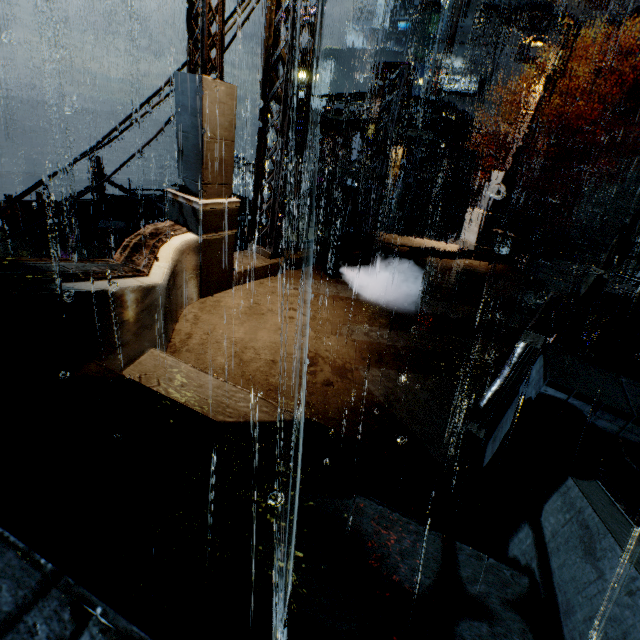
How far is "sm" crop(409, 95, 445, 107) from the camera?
21.5m

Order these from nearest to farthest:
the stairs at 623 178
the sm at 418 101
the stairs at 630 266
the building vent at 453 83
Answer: the sm at 418 101, the stairs at 630 266, the stairs at 623 178, the building vent at 453 83

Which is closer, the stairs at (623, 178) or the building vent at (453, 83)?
the stairs at (623, 178)

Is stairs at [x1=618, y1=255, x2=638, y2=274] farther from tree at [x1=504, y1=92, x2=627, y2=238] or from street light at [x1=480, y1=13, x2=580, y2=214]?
street light at [x1=480, y1=13, x2=580, y2=214]

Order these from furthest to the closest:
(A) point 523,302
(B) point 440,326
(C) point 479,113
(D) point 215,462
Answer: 1. (C) point 479,113
2. (A) point 523,302
3. (B) point 440,326
4. (D) point 215,462

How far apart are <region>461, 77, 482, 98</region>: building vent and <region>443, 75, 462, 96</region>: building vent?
0.2 meters

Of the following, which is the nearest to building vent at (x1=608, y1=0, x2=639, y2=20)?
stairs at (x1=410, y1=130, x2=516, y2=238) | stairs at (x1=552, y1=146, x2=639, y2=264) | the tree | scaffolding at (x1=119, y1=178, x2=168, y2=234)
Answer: stairs at (x1=410, y1=130, x2=516, y2=238)

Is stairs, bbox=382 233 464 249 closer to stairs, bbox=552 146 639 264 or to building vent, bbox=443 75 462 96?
stairs, bbox=552 146 639 264
